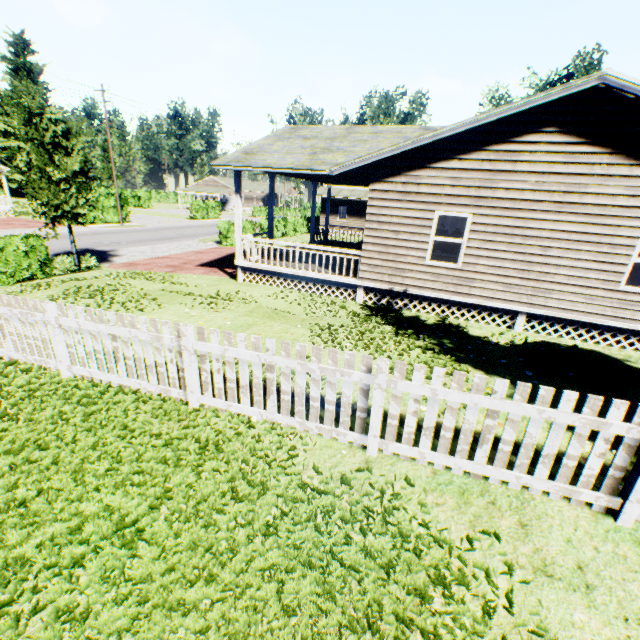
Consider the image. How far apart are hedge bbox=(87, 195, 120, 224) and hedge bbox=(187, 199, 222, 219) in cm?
1190

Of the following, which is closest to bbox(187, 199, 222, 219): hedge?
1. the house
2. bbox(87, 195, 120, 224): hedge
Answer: bbox(87, 195, 120, 224): hedge

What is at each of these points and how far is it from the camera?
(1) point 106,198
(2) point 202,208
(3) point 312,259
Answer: (1) hedge, 33.5 meters
(2) hedge, 45.0 meters
(3) house, 14.8 meters

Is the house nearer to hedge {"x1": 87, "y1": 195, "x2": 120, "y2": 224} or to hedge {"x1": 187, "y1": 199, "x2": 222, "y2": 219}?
hedge {"x1": 87, "y1": 195, "x2": 120, "y2": 224}

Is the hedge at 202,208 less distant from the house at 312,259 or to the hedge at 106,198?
the hedge at 106,198

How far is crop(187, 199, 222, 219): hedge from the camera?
44.12m

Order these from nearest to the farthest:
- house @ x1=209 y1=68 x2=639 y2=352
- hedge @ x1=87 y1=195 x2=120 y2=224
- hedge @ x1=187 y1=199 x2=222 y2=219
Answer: house @ x1=209 y1=68 x2=639 y2=352 → hedge @ x1=87 y1=195 x2=120 y2=224 → hedge @ x1=187 y1=199 x2=222 y2=219

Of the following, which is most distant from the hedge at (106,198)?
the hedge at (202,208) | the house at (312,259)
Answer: the house at (312,259)
